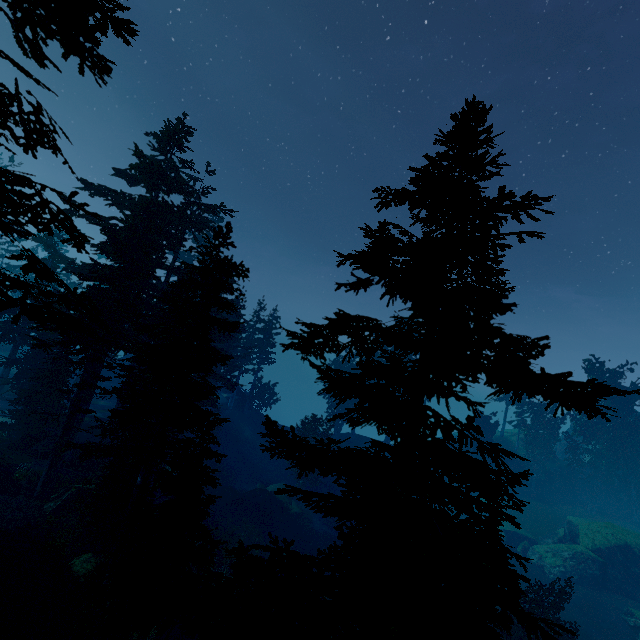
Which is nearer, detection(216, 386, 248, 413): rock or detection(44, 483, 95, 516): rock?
detection(44, 483, 95, 516): rock

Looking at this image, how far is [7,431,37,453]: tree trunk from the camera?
20.70m

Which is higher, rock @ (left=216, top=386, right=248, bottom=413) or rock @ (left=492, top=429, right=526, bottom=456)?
rock @ (left=492, top=429, right=526, bottom=456)

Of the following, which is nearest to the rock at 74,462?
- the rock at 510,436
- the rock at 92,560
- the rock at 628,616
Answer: the rock at 92,560

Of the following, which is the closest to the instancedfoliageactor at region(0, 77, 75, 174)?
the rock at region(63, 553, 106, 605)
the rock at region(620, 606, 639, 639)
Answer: the rock at region(63, 553, 106, 605)

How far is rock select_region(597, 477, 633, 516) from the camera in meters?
42.2 m

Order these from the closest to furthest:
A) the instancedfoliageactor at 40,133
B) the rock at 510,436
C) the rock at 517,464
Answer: the instancedfoliageactor at 40,133
the rock at 517,464
the rock at 510,436

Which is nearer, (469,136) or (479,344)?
(479,344)
